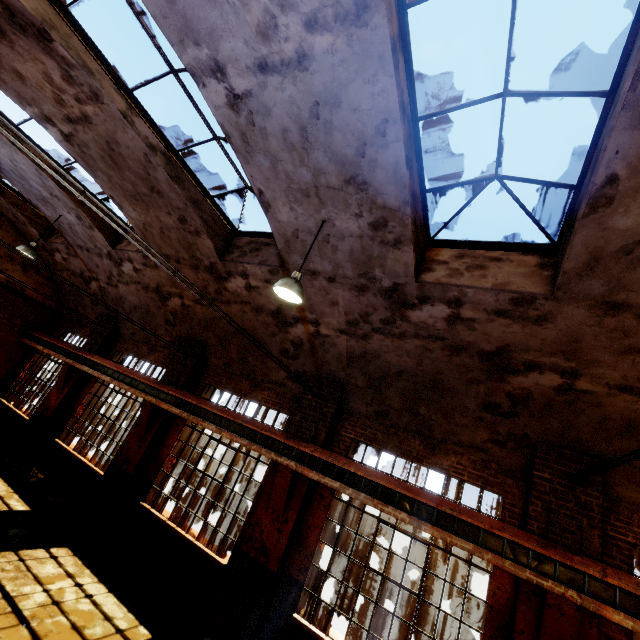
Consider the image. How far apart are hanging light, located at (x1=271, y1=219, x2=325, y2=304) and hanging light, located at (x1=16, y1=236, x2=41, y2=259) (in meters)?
9.51

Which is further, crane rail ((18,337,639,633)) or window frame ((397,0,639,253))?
crane rail ((18,337,639,633))

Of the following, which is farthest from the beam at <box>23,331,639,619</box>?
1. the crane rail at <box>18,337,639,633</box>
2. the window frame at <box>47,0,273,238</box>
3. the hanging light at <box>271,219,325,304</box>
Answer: the window frame at <box>47,0,273,238</box>

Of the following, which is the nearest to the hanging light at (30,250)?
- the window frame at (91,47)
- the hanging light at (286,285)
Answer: the window frame at (91,47)

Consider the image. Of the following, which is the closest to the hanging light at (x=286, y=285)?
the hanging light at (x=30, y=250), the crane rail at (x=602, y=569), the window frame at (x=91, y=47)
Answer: the window frame at (x=91, y=47)

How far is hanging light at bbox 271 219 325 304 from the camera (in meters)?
4.97

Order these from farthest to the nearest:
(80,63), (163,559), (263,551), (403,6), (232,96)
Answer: (163,559) < (263,551) < (80,63) < (232,96) < (403,6)

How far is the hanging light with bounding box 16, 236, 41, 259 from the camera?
9.78m
